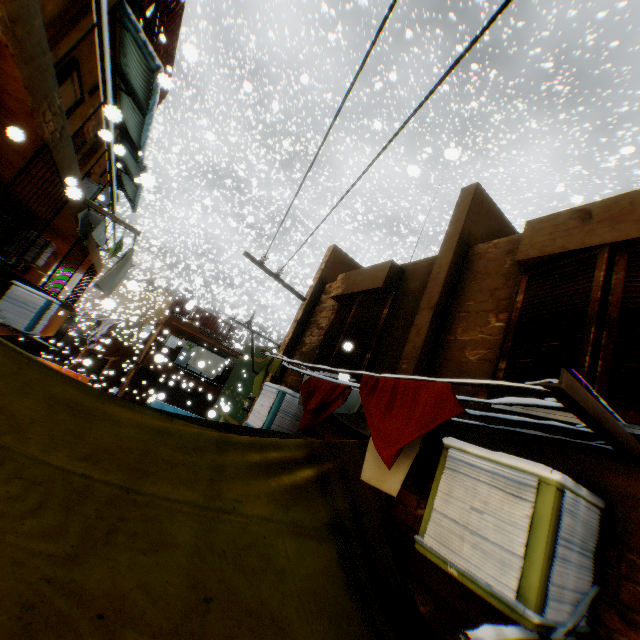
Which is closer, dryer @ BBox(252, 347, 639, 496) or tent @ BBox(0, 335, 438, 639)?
tent @ BBox(0, 335, 438, 639)

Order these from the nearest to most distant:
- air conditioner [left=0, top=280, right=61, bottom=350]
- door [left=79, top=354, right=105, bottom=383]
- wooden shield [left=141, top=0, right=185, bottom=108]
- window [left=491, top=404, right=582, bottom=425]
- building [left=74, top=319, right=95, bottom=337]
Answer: window [left=491, top=404, right=582, bottom=425] < air conditioner [left=0, top=280, right=61, bottom=350] < wooden shield [left=141, top=0, right=185, bottom=108] < door [left=79, top=354, right=105, bottom=383] < building [left=74, top=319, right=95, bottom=337]

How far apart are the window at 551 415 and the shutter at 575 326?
0.0 meters

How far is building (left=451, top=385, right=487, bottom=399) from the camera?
3.3m

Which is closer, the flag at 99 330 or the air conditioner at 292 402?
the air conditioner at 292 402

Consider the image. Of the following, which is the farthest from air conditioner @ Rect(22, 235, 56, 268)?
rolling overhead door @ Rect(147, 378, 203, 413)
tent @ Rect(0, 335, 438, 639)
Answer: rolling overhead door @ Rect(147, 378, 203, 413)

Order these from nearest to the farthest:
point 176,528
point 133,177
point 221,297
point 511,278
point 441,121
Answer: point 176,528 → point 511,278 → point 133,177 → point 441,121 → point 221,297

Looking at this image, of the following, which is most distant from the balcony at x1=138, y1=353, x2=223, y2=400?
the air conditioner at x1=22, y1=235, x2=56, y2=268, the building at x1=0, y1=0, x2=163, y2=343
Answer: the air conditioner at x1=22, y1=235, x2=56, y2=268
